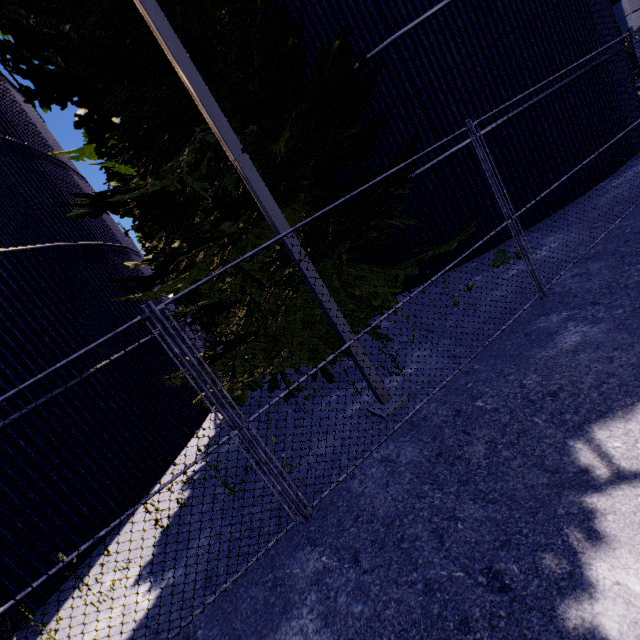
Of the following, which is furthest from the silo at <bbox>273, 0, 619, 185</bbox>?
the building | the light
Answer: the light

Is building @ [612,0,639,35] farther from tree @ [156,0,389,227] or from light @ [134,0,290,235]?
light @ [134,0,290,235]

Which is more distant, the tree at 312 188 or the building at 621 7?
the building at 621 7

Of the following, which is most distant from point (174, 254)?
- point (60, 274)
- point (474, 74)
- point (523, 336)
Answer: point (474, 74)

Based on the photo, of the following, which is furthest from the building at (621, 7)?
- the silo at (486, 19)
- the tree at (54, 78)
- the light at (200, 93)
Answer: the light at (200, 93)
